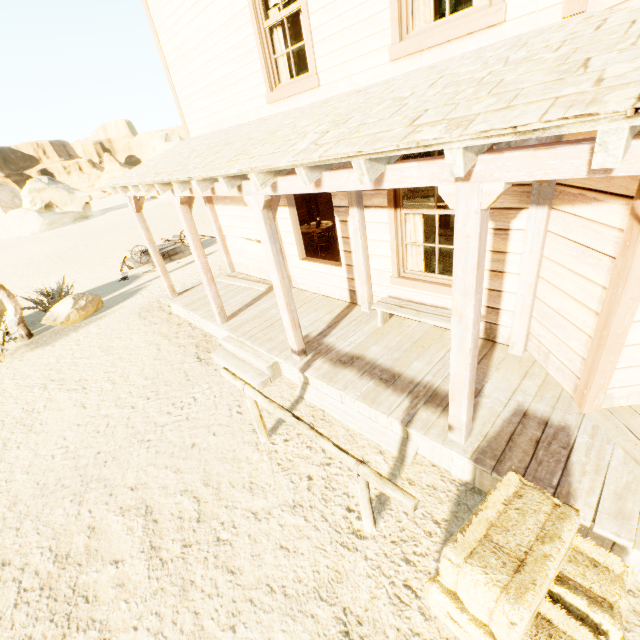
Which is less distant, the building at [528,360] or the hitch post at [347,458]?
the building at [528,360]

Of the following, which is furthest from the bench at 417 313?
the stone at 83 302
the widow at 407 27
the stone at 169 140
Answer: the stone at 169 140

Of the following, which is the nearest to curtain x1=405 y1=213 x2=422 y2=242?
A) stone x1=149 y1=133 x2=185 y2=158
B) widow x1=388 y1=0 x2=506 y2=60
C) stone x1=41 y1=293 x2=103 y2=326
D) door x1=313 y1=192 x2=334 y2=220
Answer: widow x1=388 y1=0 x2=506 y2=60

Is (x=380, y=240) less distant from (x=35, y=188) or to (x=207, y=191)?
(x=207, y=191)

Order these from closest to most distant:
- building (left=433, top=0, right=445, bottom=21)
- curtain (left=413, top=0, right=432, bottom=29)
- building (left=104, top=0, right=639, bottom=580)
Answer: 1. building (left=104, top=0, right=639, bottom=580)
2. curtain (left=413, top=0, right=432, bottom=29)
3. building (left=433, top=0, right=445, bottom=21)

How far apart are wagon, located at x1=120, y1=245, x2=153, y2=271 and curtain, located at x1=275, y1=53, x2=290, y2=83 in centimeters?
909cm

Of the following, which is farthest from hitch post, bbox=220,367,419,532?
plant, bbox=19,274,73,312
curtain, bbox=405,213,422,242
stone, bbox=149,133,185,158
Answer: stone, bbox=149,133,185,158

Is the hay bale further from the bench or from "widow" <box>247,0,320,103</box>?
"widow" <box>247,0,320,103</box>
